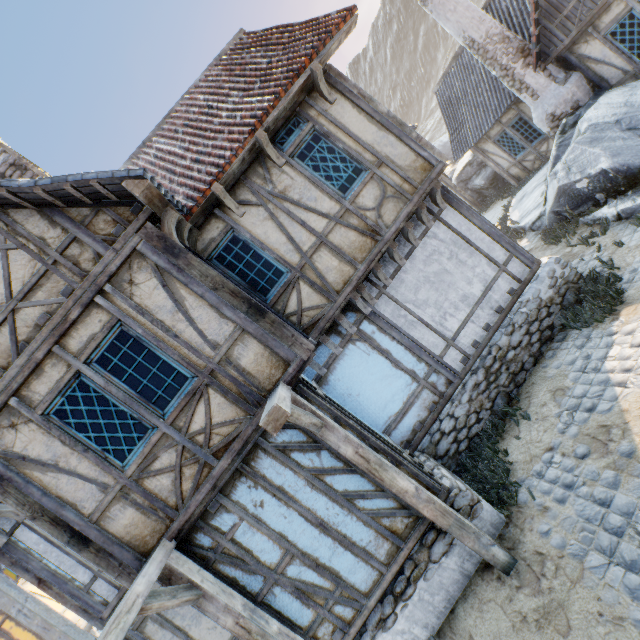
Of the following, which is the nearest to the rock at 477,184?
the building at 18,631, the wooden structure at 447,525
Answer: the wooden structure at 447,525

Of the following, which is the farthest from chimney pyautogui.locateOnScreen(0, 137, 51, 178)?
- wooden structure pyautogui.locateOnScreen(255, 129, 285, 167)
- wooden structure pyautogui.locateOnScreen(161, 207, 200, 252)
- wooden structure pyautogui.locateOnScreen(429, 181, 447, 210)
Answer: wooden structure pyautogui.locateOnScreen(429, 181, 447, 210)

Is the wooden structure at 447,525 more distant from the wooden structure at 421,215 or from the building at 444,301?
the wooden structure at 421,215

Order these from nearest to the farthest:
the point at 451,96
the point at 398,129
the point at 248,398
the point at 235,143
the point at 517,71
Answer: the point at 248,398 → the point at 235,143 → the point at 398,129 → the point at 517,71 → the point at 451,96

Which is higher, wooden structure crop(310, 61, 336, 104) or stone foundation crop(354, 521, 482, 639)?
wooden structure crop(310, 61, 336, 104)

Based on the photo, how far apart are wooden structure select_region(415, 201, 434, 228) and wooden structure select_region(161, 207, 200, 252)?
4.3 meters

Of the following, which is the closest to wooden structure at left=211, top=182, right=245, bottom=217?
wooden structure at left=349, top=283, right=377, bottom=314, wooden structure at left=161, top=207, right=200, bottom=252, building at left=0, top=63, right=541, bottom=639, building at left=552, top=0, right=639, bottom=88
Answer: building at left=0, top=63, right=541, bottom=639

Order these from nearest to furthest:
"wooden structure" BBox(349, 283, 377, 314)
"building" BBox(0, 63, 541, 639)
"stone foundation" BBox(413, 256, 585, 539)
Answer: "building" BBox(0, 63, 541, 639) → "stone foundation" BBox(413, 256, 585, 539) → "wooden structure" BBox(349, 283, 377, 314)
